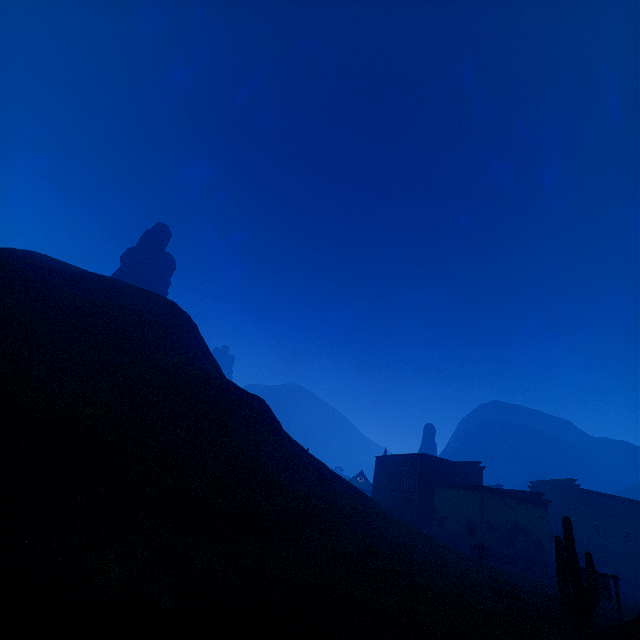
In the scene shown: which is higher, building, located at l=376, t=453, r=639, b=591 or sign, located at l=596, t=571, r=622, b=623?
building, located at l=376, t=453, r=639, b=591

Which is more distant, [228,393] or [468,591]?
[228,393]

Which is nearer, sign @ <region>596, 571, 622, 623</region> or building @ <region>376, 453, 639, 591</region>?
sign @ <region>596, 571, 622, 623</region>

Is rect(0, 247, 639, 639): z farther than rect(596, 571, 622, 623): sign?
No

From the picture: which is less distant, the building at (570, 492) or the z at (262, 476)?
the z at (262, 476)

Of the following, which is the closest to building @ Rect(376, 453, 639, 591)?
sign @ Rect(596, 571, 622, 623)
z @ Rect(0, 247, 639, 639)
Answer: z @ Rect(0, 247, 639, 639)

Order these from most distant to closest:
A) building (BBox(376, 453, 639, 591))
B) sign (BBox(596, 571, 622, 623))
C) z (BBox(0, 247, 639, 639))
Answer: building (BBox(376, 453, 639, 591)), sign (BBox(596, 571, 622, 623)), z (BBox(0, 247, 639, 639))

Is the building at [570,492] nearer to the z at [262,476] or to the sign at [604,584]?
the z at [262,476]
